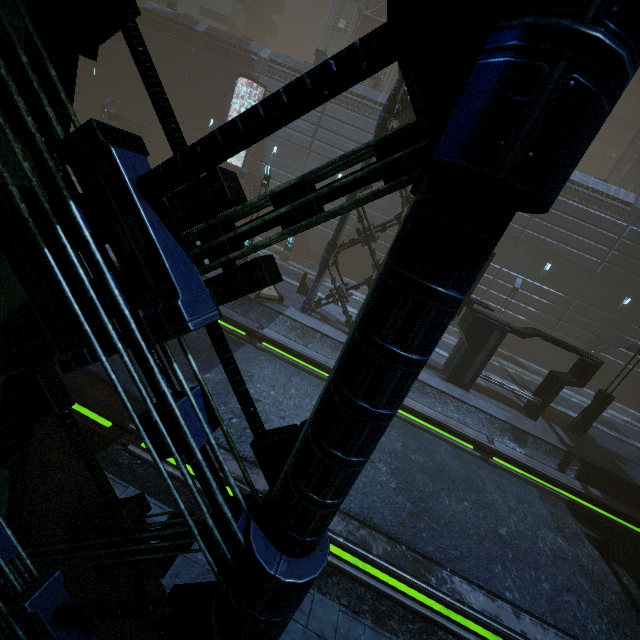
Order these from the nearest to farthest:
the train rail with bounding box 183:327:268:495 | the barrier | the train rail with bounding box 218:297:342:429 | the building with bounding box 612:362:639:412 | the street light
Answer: the train rail with bounding box 183:327:268:495 → the train rail with bounding box 218:297:342:429 → the street light → the barrier → the building with bounding box 612:362:639:412

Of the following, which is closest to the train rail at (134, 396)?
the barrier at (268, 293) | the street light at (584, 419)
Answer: the barrier at (268, 293)

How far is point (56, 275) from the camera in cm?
134

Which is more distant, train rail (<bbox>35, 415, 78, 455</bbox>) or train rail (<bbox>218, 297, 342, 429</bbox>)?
train rail (<bbox>218, 297, 342, 429</bbox>)

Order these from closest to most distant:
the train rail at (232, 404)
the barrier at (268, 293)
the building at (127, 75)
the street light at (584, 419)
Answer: the building at (127, 75), the train rail at (232, 404), the street light at (584, 419), the barrier at (268, 293)

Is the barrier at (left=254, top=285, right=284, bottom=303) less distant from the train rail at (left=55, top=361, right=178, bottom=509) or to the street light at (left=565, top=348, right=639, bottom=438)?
the train rail at (left=55, top=361, right=178, bottom=509)

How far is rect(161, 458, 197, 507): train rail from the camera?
6.26m
